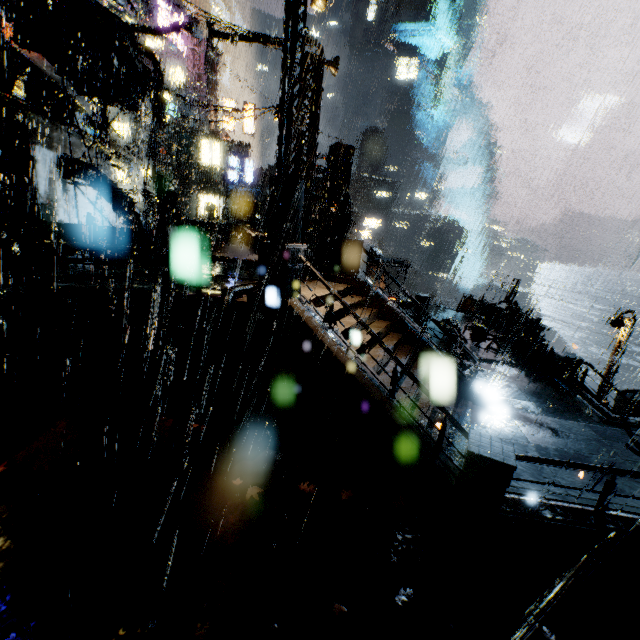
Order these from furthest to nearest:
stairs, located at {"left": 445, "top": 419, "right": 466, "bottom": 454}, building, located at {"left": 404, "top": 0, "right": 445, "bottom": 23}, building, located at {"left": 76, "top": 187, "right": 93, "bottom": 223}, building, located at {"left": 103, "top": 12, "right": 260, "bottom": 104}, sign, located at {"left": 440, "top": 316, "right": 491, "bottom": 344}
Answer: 1. building, located at {"left": 404, "top": 0, "right": 445, "bottom": 23}
2. building, located at {"left": 76, "top": 187, "right": 93, "bottom": 223}
3. sign, located at {"left": 440, "top": 316, "right": 491, "bottom": 344}
4. building, located at {"left": 103, "top": 12, "right": 260, "bottom": 104}
5. stairs, located at {"left": 445, "top": 419, "right": 466, "bottom": 454}

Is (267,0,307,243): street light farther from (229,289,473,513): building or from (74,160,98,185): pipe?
(74,160,98,185): pipe

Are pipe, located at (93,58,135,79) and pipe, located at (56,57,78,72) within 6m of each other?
yes

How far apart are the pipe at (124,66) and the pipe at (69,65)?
0.6 meters

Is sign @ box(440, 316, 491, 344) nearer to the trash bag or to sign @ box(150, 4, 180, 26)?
the trash bag

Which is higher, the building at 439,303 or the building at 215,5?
the building at 215,5

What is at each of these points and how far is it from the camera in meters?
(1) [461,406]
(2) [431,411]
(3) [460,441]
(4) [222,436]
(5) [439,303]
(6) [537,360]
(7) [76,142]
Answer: (1) stairs, 10.6
(2) stairs, 8.9
(3) stairs, 8.8
(4) pipe, 7.9
(5) building, 51.1
(6) trash bag, 14.8
(7) building, 16.8

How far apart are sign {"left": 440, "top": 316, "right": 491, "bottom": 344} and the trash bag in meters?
1.7
